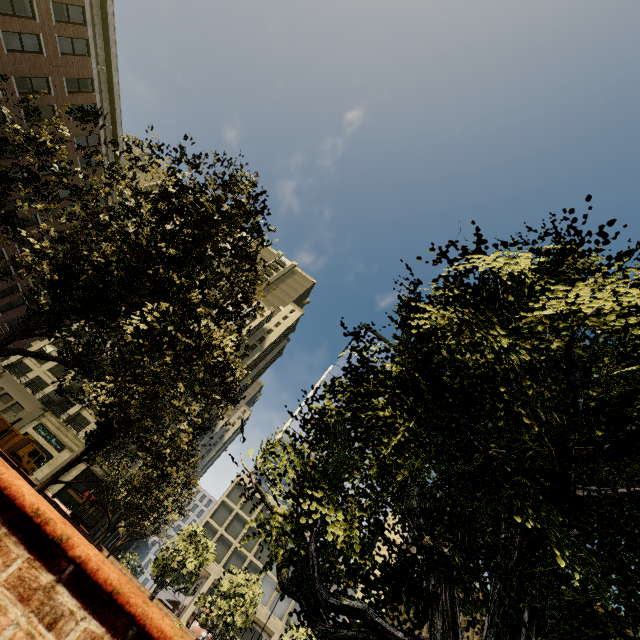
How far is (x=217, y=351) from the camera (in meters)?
5.23

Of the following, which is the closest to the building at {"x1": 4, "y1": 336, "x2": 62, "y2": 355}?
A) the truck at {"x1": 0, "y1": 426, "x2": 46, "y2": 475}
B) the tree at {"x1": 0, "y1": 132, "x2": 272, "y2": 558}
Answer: the tree at {"x1": 0, "y1": 132, "x2": 272, "y2": 558}

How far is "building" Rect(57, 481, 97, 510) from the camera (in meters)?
37.91

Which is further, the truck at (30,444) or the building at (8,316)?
the truck at (30,444)

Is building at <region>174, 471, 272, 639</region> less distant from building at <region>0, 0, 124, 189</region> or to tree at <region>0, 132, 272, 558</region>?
building at <region>0, 0, 124, 189</region>

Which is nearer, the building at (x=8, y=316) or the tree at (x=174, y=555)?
the tree at (x=174, y=555)
